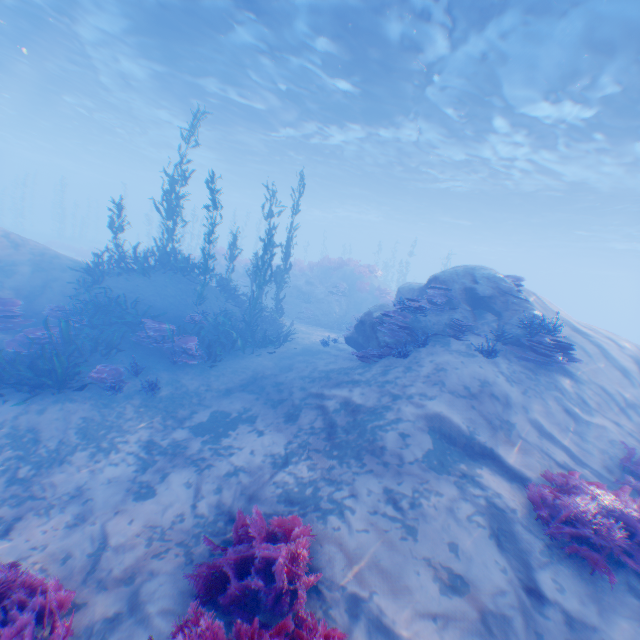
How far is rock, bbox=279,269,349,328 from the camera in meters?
20.1 m

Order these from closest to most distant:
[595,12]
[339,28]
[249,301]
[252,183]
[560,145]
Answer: [595,12] → [339,28] → [249,301] → [560,145] → [252,183]

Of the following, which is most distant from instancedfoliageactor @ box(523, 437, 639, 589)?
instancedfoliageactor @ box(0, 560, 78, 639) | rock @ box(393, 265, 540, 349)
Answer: rock @ box(393, 265, 540, 349)

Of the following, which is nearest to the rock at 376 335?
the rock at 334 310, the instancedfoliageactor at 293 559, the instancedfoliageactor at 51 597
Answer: the instancedfoliageactor at 51 597

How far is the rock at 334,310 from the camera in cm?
2011

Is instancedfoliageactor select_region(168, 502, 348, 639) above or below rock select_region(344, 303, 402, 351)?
below

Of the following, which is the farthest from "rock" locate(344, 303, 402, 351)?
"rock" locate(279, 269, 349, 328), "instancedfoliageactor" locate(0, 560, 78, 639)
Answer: "rock" locate(279, 269, 349, 328)

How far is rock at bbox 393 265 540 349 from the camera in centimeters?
951cm
